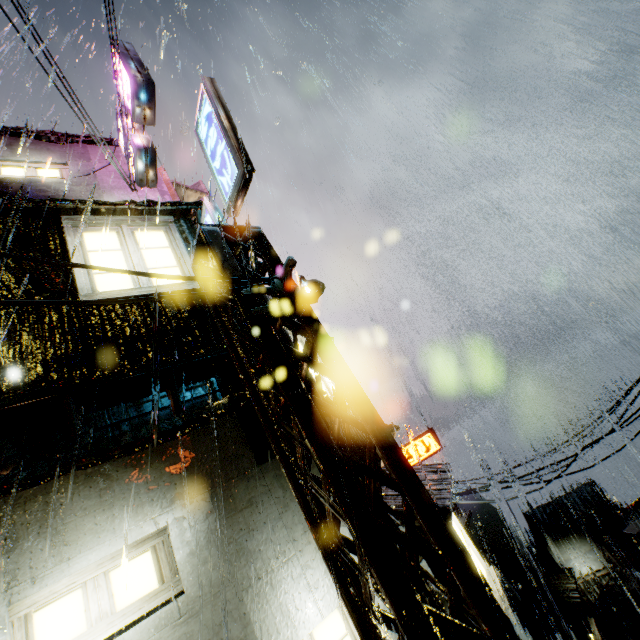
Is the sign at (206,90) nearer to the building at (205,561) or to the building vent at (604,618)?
the building at (205,561)

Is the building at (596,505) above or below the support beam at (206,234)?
below

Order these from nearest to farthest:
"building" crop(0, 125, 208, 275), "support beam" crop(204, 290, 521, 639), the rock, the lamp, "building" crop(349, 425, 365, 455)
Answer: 1. "support beam" crop(204, 290, 521, 639)
2. the lamp
3. "building" crop(0, 125, 208, 275)
4. "building" crop(349, 425, 365, 455)
5. the rock

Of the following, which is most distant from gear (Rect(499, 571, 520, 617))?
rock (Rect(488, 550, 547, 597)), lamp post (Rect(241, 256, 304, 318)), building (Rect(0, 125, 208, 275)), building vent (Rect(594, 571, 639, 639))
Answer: lamp post (Rect(241, 256, 304, 318))

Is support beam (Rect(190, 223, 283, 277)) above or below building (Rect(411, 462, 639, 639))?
above

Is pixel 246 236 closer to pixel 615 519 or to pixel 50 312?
pixel 50 312

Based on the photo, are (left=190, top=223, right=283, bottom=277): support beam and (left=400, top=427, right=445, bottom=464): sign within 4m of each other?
no

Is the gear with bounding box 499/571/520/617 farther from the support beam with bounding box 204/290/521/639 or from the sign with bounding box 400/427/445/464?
the support beam with bounding box 204/290/521/639
